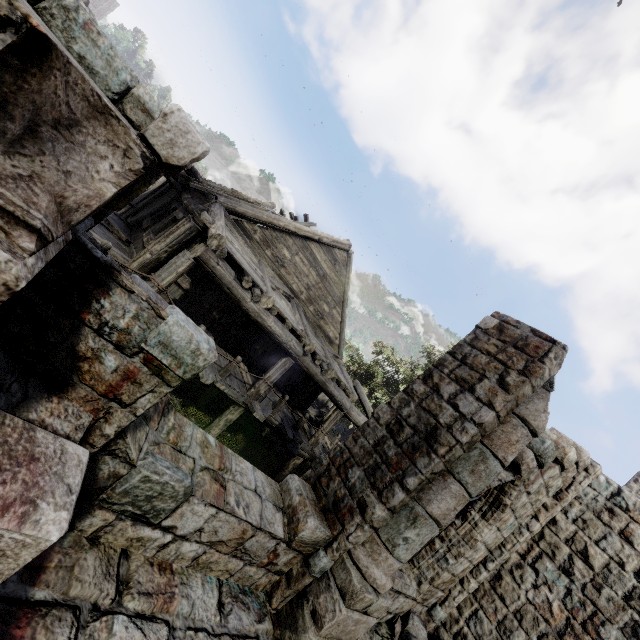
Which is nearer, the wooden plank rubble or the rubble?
the rubble

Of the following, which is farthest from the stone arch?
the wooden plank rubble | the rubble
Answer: the wooden plank rubble

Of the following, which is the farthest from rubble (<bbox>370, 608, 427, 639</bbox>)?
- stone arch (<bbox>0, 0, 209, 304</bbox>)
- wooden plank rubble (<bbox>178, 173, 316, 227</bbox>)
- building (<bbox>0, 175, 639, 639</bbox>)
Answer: wooden plank rubble (<bbox>178, 173, 316, 227</bbox>)

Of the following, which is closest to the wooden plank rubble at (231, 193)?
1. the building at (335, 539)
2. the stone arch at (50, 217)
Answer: the building at (335, 539)

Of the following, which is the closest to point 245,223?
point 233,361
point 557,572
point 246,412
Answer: point 233,361

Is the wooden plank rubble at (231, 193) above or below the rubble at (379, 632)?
above

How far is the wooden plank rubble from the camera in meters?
9.6

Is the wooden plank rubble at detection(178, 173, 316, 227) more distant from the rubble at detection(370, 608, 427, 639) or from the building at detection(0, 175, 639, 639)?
the rubble at detection(370, 608, 427, 639)
